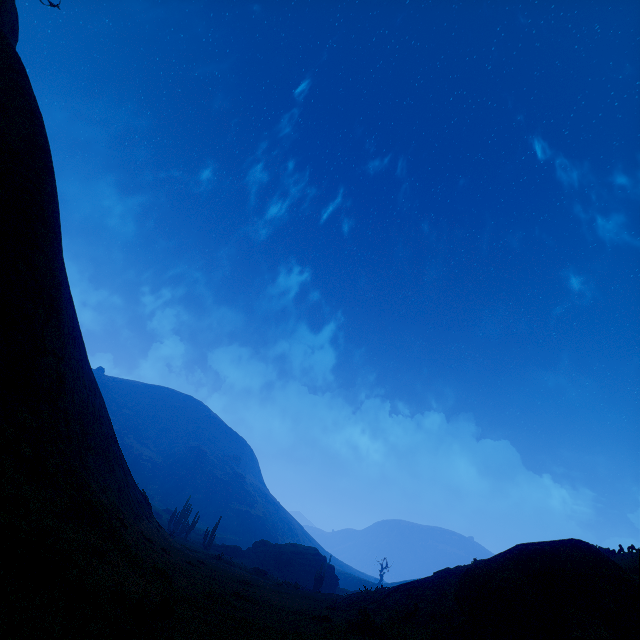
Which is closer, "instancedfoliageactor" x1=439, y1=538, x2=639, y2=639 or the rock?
"instancedfoliageactor" x1=439, y1=538, x2=639, y2=639

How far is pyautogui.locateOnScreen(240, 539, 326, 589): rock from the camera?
44.9 meters

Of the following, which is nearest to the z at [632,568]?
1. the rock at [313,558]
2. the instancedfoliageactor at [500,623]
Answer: the instancedfoliageactor at [500,623]

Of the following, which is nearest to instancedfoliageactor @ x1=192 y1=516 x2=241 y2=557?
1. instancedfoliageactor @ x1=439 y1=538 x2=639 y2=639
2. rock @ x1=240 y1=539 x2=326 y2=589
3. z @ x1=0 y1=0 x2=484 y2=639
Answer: z @ x1=0 y1=0 x2=484 y2=639

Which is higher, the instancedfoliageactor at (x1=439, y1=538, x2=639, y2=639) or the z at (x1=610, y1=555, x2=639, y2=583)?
the z at (x1=610, y1=555, x2=639, y2=583)

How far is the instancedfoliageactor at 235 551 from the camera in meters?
41.1 m

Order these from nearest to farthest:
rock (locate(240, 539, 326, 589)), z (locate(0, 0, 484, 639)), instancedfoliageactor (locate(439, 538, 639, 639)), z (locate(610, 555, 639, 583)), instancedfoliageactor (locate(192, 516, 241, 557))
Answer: z (locate(0, 0, 484, 639))
instancedfoliageactor (locate(439, 538, 639, 639))
z (locate(610, 555, 639, 583))
instancedfoliageactor (locate(192, 516, 241, 557))
rock (locate(240, 539, 326, 589))

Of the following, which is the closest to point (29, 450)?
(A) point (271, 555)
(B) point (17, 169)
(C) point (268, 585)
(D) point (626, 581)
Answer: (B) point (17, 169)
